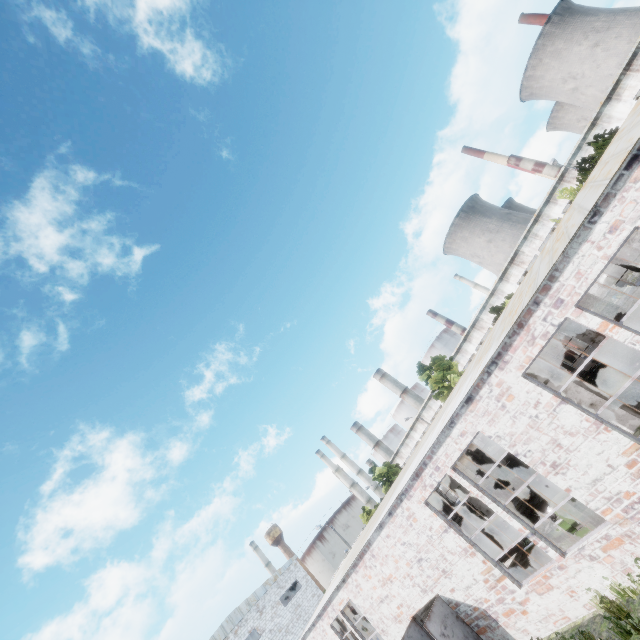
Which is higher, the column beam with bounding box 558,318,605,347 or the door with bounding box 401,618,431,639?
the column beam with bounding box 558,318,605,347

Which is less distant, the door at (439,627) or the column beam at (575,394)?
the column beam at (575,394)

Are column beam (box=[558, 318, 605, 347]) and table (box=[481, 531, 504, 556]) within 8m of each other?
no

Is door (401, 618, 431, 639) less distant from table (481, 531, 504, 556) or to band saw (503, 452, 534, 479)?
table (481, 531, 504, 556)

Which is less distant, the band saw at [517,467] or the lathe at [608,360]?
the lathe at [608,360]

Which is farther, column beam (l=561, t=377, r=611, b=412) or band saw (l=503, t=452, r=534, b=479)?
band saw (l=503, t=452, r=534, b=479)

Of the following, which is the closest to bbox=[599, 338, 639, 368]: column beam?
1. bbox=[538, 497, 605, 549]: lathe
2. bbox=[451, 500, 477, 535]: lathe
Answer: bbox=[538, 497, 605, 549]: lathe

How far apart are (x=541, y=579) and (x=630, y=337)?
7.1m
